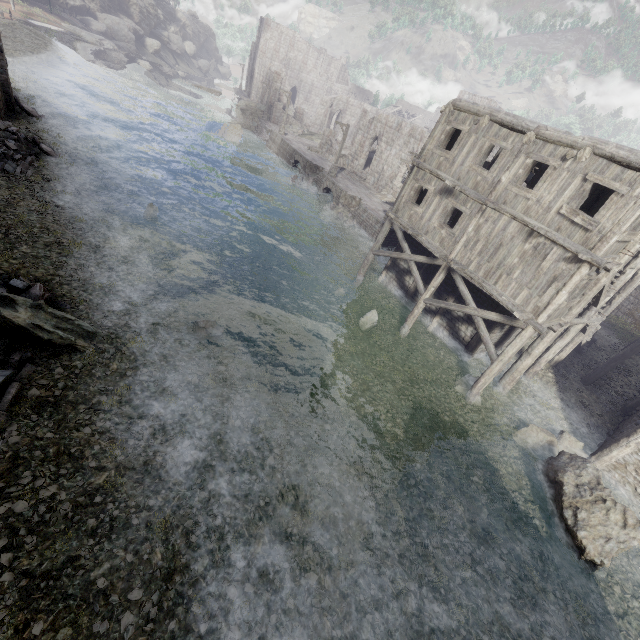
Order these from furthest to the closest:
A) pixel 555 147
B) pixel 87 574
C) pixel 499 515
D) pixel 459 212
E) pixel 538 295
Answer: pixel 459 212 < pixel 538 295 < pixel 555 147 < pixel 499 515 < pixel 87 574

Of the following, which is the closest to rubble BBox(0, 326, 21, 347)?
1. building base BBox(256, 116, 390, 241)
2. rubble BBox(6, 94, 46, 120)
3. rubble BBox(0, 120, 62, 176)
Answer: rubble BBox(0, 120, 62, 176)

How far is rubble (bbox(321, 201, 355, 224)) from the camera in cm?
2816

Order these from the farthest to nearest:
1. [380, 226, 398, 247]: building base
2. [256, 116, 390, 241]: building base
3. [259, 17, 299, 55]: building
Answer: [259, 17, 299, 55]: building, [256, 116, 390, 241]: building base, [380, 226, 398, 247]: building base

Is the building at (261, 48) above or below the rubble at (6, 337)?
above

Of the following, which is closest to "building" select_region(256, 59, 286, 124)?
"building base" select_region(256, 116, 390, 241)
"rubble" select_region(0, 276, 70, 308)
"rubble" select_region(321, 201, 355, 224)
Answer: "rubble" select_region(0, 276, 70, 308)

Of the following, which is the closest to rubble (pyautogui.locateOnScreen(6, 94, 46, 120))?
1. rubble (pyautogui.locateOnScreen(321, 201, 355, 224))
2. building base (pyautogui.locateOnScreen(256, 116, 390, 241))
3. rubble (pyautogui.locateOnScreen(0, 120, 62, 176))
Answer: rubble (pyautogui.locateOnScreen(0, 120, 62, 176))

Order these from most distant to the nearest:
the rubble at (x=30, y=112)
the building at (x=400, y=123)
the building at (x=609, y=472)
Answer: the rubble at (x=30, y=112) → the building at (x=609, y=472) → the building at (x=400, y=123)
